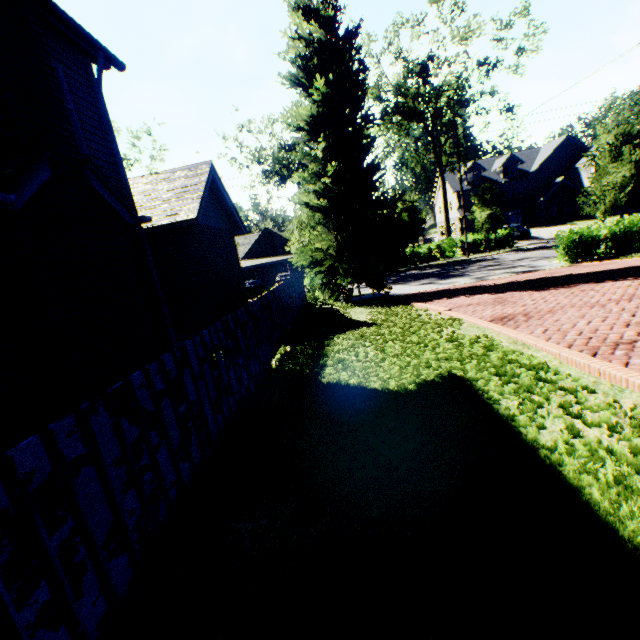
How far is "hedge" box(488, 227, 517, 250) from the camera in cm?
3235

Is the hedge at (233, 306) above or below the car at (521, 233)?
above

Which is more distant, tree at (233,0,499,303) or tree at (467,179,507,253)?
tree at (467,179,507,253)

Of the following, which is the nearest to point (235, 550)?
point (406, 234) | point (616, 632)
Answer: point (616, 632)

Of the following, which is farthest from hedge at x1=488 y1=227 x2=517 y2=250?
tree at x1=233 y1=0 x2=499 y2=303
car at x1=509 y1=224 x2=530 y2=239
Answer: car at x1=509 y1=224 x2=530 y2=239

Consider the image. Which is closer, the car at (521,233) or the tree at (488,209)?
the tree at (488,209)

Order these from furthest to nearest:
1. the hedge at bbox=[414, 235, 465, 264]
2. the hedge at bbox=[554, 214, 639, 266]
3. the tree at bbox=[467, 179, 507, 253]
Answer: the hedge at bbox=[414, 235, 465, 264], the tree at bbox=[467, 179, 507, 253], the hedge at bbox=[554, 214, 639, 266]
